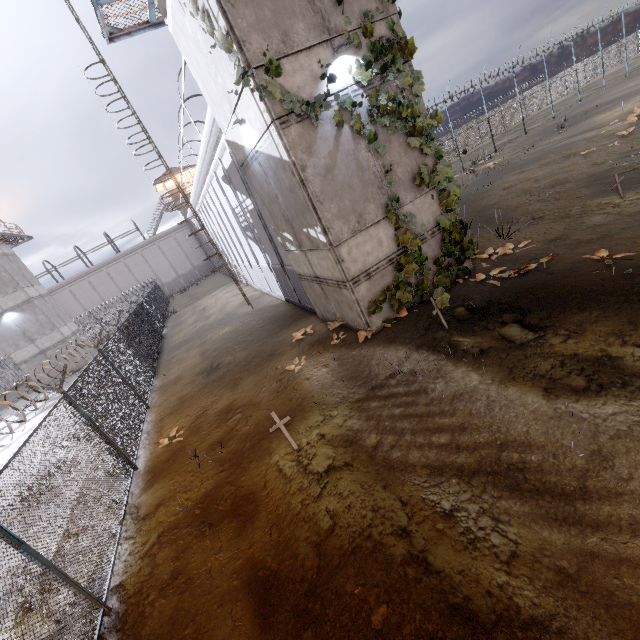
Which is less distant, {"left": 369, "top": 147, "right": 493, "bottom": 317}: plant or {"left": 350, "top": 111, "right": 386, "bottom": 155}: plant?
{"left": 350, "top": 111, "right": 386, "bottom": 155}: plant

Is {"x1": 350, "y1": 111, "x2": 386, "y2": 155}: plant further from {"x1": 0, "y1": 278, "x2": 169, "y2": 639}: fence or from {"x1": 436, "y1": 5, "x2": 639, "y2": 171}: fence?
{"x1": 436, "y1": 5, "x2": 639, "y2": 171}: fence

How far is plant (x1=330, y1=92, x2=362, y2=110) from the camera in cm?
680

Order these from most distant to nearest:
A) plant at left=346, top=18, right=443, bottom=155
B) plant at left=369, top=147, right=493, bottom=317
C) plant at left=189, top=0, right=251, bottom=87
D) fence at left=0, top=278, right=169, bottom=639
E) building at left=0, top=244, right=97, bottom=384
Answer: building at left=0, top=244, right=97, bottom=384 < plant at left=369, top=147, right=493, bottom=317 < plant at left=346, top=18, right=443, bottom=155 < plant at left=189, top=0, right=251, bottom=87 < fence at left=0, top=278, right=169, bottom=639

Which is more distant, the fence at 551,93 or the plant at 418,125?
the fence at 551,93

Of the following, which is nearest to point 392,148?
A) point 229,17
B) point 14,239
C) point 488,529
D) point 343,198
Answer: point 343,198

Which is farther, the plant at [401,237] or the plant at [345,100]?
the plant at [401,237]

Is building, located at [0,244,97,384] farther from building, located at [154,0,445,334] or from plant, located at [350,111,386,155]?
plant, located at [350,111,386,155]
